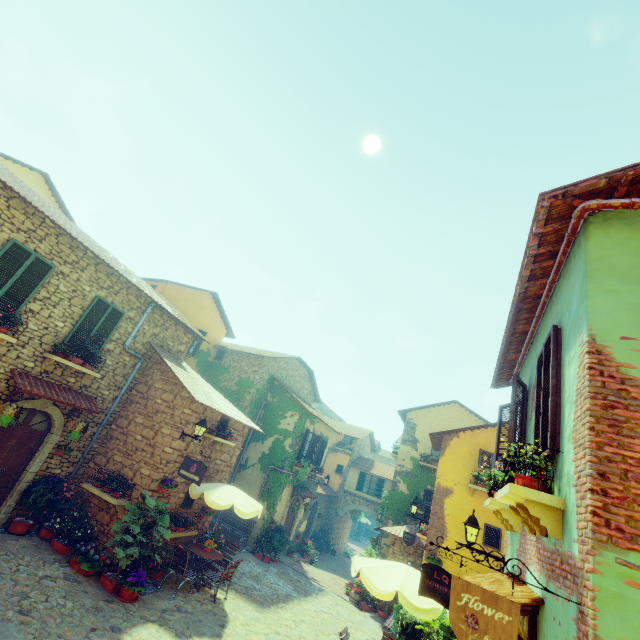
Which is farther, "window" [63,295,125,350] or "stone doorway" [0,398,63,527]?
"window" [63,295,125,350]

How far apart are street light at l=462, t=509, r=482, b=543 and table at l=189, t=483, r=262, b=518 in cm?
620

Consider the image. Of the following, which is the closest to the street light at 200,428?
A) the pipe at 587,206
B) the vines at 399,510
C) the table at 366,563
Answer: the table at 366,563

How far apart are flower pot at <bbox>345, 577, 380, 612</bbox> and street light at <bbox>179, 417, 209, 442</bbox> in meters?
11.4

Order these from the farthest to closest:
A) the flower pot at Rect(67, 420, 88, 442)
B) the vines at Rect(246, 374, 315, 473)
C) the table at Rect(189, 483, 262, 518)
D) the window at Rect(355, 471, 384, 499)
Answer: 1. the window at Rect(355, 471, 384, 499)
2. the vines at Rect(246, 374, 315, 473)
3. the table at Rect(189, 483, 262, 518)
4. the flower pot at Rect(67, 420, 88, 442)

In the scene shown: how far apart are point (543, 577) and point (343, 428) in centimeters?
2823cm

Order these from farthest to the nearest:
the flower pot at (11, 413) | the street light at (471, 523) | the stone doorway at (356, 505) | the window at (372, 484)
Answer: the window at (372, 484), the stone doorway at (356, 505), the flower pot at (11, 413), the street light at (471, 523)

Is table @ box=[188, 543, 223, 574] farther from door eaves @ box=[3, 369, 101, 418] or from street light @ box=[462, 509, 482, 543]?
street light @ box=[462, 509, 482, 543]
